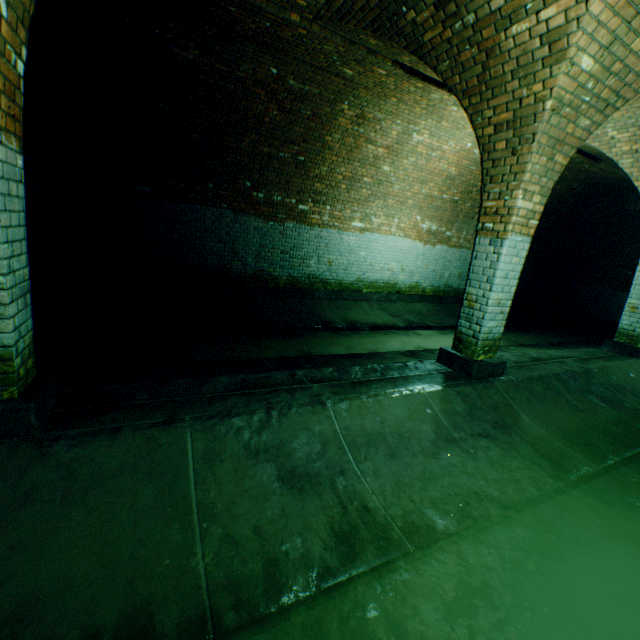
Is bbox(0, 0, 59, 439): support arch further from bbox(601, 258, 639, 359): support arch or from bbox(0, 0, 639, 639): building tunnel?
bbox(601, 258, 639, 359): support arch

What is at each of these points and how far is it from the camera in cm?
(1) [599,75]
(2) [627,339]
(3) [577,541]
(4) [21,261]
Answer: (1) support arch, 317
(2) support arch, 670
(3) building tunnel, 247
(4) support arch, 216

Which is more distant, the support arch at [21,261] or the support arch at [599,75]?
the support arch at [599,75]

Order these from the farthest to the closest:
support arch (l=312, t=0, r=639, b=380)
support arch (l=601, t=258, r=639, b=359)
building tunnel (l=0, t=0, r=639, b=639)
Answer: support arch (l=601, t=258, r=639, b=359)
support arch (l=312, t=0, r=639, b=380)
building tunnel (l=0, t=0, r=639, b=639)

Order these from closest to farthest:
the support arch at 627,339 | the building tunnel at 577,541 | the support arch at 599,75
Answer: the building tunnel at 577,541, the support arch at 599,75, the support arch at 627,339

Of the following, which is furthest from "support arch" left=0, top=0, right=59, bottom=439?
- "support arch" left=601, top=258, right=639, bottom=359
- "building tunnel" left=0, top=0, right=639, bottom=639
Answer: "support arch" left=601, top=258, right=639, bottom=359

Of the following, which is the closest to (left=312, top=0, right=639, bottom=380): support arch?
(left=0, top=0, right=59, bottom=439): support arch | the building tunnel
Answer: the building tunnel
